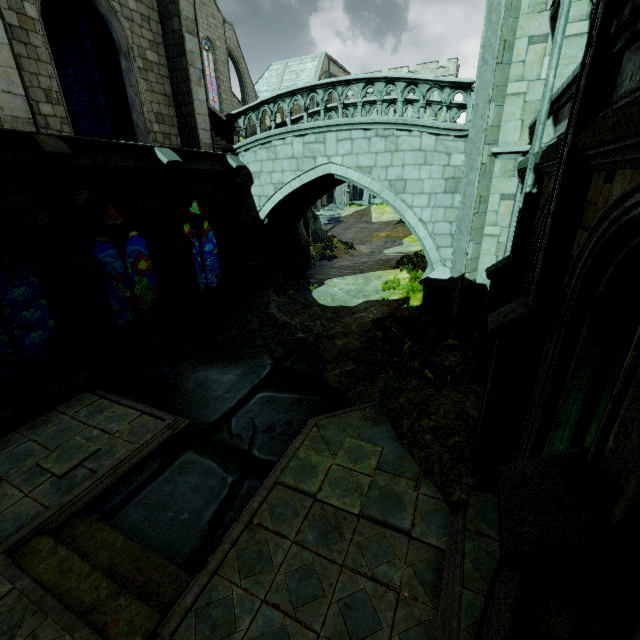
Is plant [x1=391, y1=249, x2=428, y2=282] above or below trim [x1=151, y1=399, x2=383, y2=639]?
above

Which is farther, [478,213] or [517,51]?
[478,213]

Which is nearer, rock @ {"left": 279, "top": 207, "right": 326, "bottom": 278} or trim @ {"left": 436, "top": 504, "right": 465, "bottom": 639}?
trim @ {"left": 436, "top": 504, "right": 465, "bottom": 639}

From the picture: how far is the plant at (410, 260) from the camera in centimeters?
1498cm

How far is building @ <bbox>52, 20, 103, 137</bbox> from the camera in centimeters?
1415cm

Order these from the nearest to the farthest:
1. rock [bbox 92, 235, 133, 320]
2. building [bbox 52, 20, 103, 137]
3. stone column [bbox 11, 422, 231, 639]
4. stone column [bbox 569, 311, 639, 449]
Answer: stone column [bbox 569, 311, 639, 449] < stone column [bbox 11, 422, 231, 639] < building [bbox 52, 20, 103, 137] < rock [bbox 92, 235, 133, 320]

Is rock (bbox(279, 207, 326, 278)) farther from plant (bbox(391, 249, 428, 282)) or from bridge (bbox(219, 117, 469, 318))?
plant (bbox(391, 249, 428, 282))

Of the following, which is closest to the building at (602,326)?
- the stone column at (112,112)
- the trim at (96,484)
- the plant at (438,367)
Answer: the stone column at (112,112)
